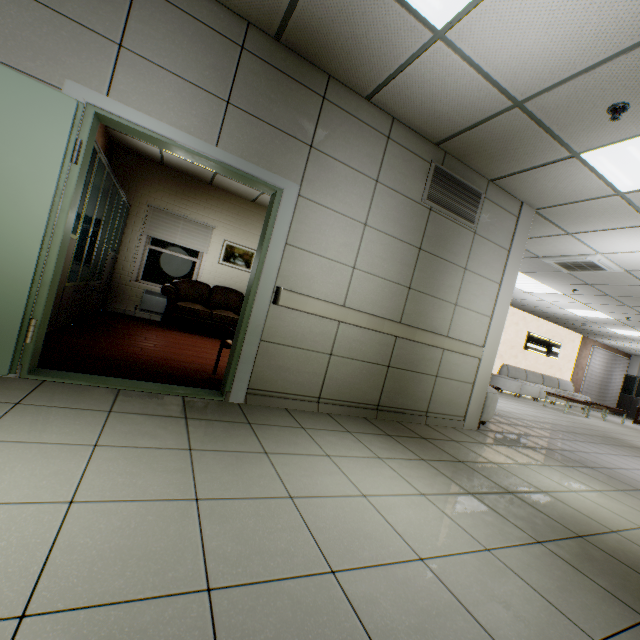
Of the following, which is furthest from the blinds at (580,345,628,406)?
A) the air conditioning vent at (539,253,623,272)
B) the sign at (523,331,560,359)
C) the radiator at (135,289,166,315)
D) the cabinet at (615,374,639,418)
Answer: the radiator at (135,289,166,315)

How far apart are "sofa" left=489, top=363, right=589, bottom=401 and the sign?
0.78m

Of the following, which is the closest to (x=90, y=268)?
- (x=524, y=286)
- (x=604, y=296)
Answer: (x=524, y=286)

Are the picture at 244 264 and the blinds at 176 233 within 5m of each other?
yes

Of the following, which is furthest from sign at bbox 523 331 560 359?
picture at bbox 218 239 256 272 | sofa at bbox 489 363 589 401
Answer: picture at bbox 218 239 256 272

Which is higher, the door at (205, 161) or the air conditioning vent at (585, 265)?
the air conditioning vent at (585, 265)

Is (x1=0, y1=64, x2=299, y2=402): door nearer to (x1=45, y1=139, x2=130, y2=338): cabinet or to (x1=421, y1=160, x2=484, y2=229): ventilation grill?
(x1=45, y1=139, x2=130, y2=338): cabinet

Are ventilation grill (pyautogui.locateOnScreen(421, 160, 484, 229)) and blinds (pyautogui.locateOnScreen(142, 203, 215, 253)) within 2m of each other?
no
